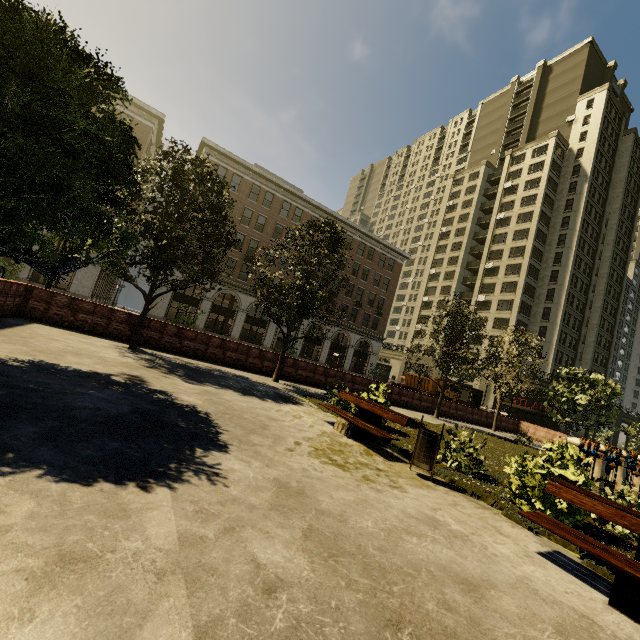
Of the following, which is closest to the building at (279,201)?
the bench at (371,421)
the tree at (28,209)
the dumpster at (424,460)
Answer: the tree at (28,209)

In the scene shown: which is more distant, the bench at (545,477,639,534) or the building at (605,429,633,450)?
the building at (605,429,633,450)

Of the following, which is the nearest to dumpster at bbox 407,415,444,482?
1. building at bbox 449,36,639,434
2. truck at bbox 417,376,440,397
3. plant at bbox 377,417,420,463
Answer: plant at bbox 377,417,420,463

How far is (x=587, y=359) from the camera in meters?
52.4 m

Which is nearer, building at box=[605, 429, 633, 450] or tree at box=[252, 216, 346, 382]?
tree at box=[252, 216, 346, 382]

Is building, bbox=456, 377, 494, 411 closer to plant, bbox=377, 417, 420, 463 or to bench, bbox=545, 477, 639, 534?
plant, bbox=377, 417, 420, 463

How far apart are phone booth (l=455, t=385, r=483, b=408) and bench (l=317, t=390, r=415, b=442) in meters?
19.9

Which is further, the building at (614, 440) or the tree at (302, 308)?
the building at (614, 440)
